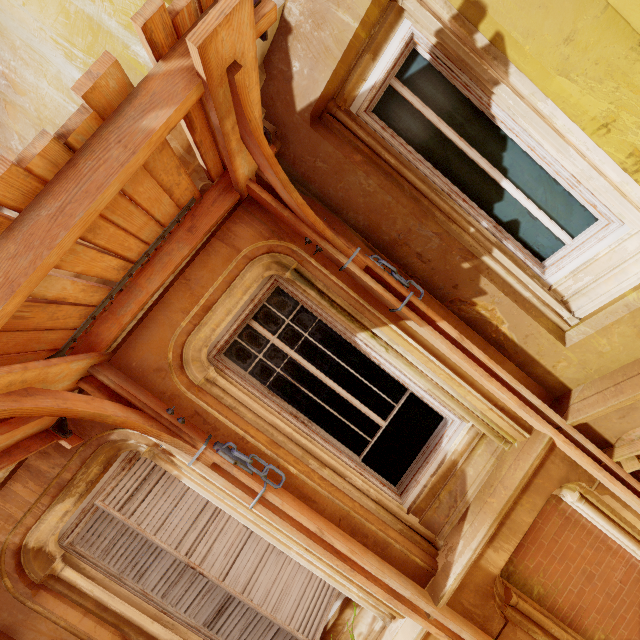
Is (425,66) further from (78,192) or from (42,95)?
(42,95)

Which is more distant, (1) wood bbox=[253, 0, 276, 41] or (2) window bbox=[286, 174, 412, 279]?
(2) window bbox=[286, 174, 412, 279]

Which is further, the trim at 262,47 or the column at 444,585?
the column at 444,585

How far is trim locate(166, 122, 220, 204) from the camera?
2.4m

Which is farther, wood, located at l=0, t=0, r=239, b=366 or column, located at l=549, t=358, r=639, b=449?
column, located at l=549, t=358, r=639, b=449

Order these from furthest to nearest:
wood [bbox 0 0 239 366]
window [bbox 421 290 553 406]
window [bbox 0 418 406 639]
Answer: window [bbox 421 290 553 406]
window [bbox 0 418 406 639]
wood [bbox 0 0 239 366]

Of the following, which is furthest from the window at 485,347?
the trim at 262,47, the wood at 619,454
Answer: the wood at 619,454
